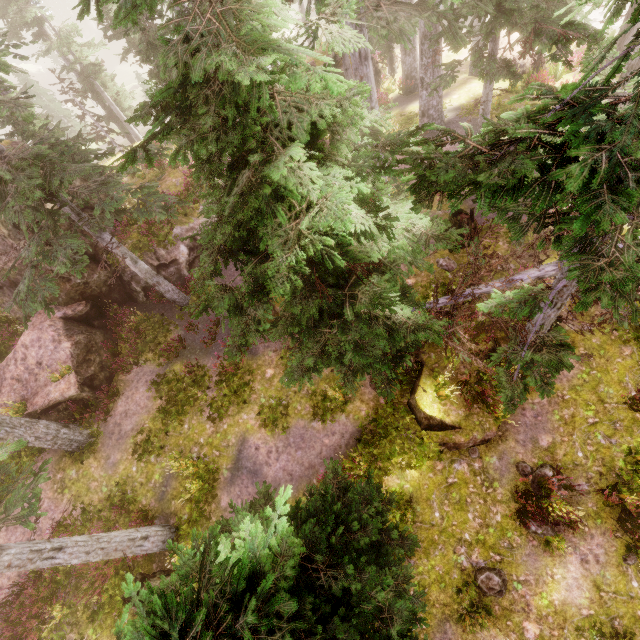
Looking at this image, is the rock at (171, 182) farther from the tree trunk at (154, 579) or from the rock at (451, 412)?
the rock at (451, 412)

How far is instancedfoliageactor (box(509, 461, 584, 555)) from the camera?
8.9 meters

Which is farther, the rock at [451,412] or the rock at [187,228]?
the rock at [187,228]

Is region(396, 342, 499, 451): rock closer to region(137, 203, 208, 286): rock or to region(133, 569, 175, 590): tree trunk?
region(133, 569, 175, 590): tree trunk

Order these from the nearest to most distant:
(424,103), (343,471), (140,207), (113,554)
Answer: (113,554)
(343,471)
(140,207)
(424,103)

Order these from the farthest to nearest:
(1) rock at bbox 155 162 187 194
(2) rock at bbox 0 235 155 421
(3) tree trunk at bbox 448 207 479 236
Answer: (1) rock at bbox 155 162 187 194
(2) rock at bbox 0 235 155 421
(3) tree trunk at bbox 448 207 479 236

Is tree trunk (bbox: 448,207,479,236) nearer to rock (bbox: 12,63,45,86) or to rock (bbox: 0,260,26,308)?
rock (bbox: 0,260,26,308)

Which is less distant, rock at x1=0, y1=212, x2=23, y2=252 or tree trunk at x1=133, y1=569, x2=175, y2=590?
tree trunk at x1=133, y1=569, x2=175, y2=590
